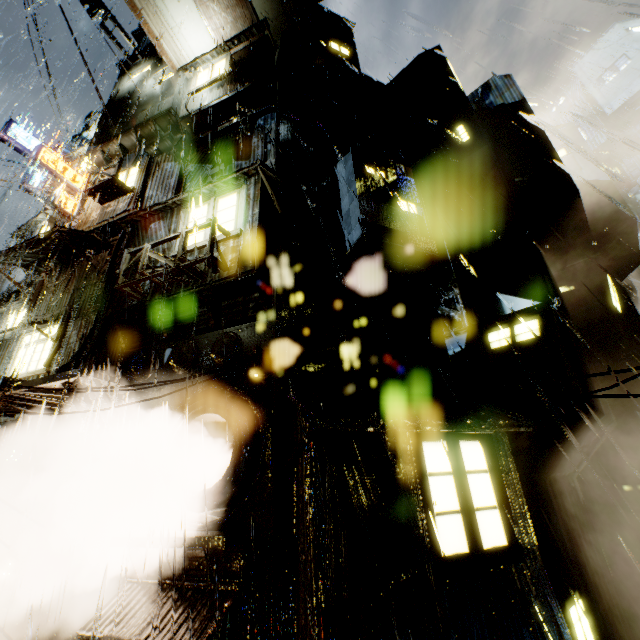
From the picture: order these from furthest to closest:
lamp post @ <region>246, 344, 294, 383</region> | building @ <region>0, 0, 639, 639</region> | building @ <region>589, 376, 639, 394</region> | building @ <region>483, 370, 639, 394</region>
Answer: building @ <region>589, 376, 639, 394</region>, building @ <region>483, 370, 639, 394</region>, lamp post @ <region>246, 344, 294, 383</region>, building @ <region>0, 0, 639, 639</region>

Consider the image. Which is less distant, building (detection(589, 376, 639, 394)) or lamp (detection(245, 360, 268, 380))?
lamp (detection(245, 360, 268, 380))

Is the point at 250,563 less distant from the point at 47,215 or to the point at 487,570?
the point at 487,570

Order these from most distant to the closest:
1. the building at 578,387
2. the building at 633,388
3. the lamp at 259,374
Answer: the building at 633,388 → the building at 578,387 → the lamp at 259,374

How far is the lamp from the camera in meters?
6.9 m

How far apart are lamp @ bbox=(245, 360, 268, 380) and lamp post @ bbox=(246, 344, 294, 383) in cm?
11

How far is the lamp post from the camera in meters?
7.4

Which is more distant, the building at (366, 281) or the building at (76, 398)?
the building at (76, 398)
